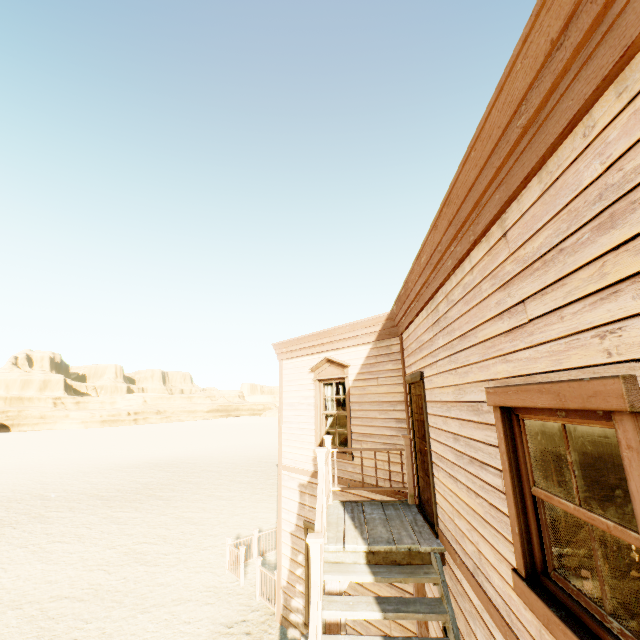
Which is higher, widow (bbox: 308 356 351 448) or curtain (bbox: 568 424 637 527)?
widow (bbox: 308 356 351 448)

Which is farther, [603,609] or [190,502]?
[190,502]

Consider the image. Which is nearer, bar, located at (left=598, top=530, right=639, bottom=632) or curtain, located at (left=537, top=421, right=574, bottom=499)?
curtain, located at (left=537, top=421, right=574, bottom=499)

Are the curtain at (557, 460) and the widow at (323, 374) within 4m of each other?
no

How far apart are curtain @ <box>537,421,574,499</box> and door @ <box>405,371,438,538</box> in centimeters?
234cm

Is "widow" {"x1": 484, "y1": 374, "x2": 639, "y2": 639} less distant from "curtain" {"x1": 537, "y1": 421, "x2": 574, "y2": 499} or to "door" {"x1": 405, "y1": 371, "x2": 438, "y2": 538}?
"curtain" {"x1": 537, "y1": 421, "x2": 574, "y2": 499}

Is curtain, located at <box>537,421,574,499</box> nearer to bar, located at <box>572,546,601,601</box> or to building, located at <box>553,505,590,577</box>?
building, located at <box>553,505,590,577</box>

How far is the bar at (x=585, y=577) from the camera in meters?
5.0 m
